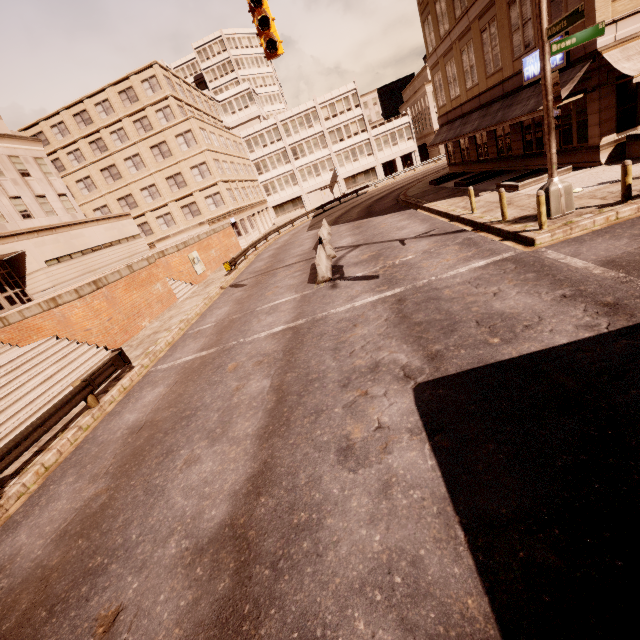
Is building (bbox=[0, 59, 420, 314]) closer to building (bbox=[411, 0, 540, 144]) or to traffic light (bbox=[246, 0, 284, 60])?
traffic light (bbox=[246, 0, 284, 60])

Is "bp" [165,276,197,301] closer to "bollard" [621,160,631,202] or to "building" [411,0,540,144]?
"bollard" [621,160,631,202]

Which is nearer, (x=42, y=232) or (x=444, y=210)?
(x=444, y=210)

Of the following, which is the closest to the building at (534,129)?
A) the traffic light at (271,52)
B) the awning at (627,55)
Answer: the awning at (627,55)

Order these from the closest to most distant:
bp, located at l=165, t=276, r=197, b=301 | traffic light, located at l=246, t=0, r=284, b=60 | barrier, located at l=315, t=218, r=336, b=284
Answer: traffic light, located at l=246, t=0, r=284, b=60 < barrier, located at l=315, t=218, r=336, b=284 < bp, located at l=165, t=276, r=197, b=301

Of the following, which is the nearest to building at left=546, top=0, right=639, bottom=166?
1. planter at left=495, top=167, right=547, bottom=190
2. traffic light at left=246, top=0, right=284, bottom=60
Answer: planter at left=495, top=167, right=547, bottom=190

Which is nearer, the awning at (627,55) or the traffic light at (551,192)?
the traffic light at (551,192)

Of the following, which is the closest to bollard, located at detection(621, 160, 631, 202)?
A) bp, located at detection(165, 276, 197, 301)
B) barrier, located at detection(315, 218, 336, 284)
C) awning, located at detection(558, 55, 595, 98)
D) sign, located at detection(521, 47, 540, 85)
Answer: awning, located at detection(558, 55, 595, 98)
